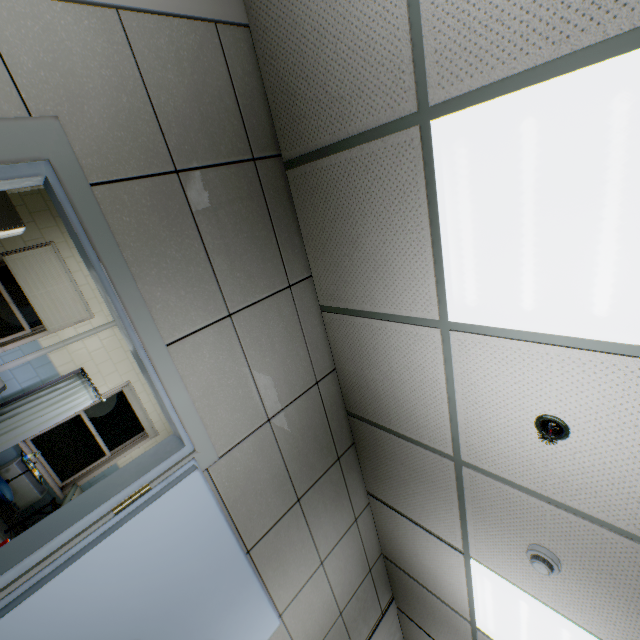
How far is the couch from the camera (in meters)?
5.05

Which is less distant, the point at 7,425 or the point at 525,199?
the point at 525,199

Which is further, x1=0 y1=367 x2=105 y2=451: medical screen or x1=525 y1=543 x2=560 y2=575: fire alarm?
x1=0 y1=367 x2=105 y2=451: medical screen

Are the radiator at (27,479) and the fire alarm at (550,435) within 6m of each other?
no

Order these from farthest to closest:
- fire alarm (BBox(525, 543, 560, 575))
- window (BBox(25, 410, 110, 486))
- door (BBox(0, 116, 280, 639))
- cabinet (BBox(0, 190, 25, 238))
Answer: window (BBox(25, 410, 110, 486))
cabinet (BBox(0, 190, 25, 238))
fire alarm (BBox(525, 543, 560, 575))
door (BBox(0, 116, 280, 639))

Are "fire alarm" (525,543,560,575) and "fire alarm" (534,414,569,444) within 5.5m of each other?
yes

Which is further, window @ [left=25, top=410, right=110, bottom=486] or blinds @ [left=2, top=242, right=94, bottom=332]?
window @ [left=25, top=410, right=110, bottom=486]

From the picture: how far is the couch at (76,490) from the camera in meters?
5.1 m
